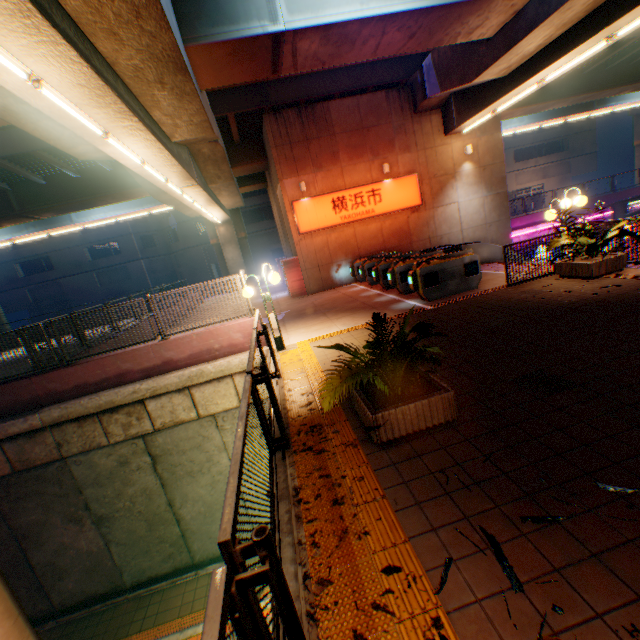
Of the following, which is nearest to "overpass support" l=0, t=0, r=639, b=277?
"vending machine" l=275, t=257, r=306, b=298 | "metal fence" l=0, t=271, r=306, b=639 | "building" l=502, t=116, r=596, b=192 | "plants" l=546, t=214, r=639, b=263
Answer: "metal fence" l=0, t=271, r=306, b=639

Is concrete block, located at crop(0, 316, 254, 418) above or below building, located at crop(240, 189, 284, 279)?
below

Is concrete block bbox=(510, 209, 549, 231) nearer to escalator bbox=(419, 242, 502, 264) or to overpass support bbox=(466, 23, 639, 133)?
overpass support bbox=(466, 23, 639, 133)

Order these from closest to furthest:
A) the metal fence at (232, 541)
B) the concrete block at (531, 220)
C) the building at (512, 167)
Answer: the metal fence at (232, 541) → the concrete block at (531, 220) → the building at (512, 167)

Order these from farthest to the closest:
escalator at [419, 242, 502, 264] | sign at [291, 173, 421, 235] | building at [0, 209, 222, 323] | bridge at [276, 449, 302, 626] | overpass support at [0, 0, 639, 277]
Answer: building at [0, 209, 222, 323], sign at [291, 173, 421, 235], escalator at [419, 242, 502, 264], overpass support at [0, 0, 639, 277], bridge at [276, 449, 302, 626]

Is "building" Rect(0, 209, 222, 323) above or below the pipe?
above

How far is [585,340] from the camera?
5.1 meters

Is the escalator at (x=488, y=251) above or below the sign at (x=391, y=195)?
below
